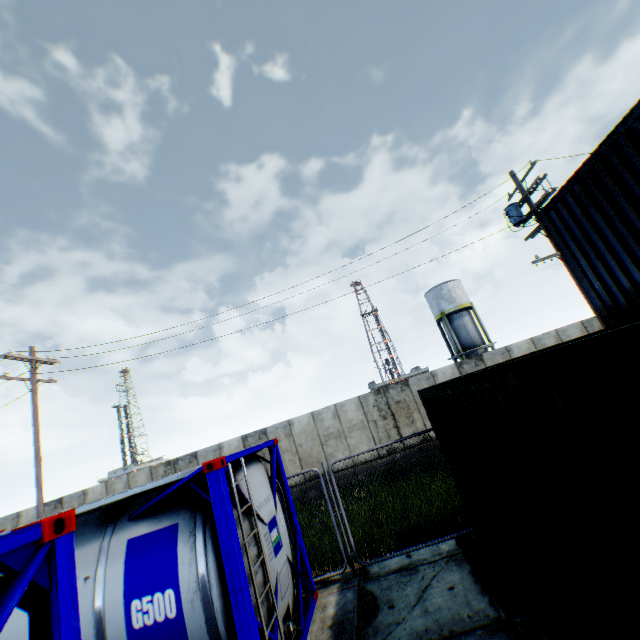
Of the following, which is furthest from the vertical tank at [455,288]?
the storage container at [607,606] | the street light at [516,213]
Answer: the storage container at [607,606]

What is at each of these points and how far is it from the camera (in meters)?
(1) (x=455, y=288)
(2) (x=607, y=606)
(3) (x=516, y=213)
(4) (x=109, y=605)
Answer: (1) vertical tank, 33.91
(2) storage container, 2.49
(3) street light, 12.55
(4) tank container, 4.02

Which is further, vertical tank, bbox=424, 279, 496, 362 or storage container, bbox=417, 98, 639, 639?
vertical tank, bbox=424, 279, 496, 362

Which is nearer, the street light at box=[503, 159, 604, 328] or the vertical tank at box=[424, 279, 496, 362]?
the street light at box=[503, 159, 604, 328]

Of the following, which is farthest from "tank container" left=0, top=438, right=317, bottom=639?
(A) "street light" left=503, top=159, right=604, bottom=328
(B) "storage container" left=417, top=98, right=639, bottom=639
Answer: (A) "street light" left=503, top=159, right=604, bottom=328

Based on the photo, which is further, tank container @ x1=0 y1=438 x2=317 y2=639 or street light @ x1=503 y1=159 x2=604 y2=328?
street light @ x1=503 y1=159 x2=604 y2=328

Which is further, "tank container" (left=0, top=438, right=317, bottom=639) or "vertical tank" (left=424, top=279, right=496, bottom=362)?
"vertical tank" (left=424, top=279, right=496, bottom=362)

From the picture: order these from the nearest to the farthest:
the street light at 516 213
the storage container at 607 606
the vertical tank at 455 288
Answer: the storage container at 607 606 < the street light at 516 213 < the vertical tank at 455 288
